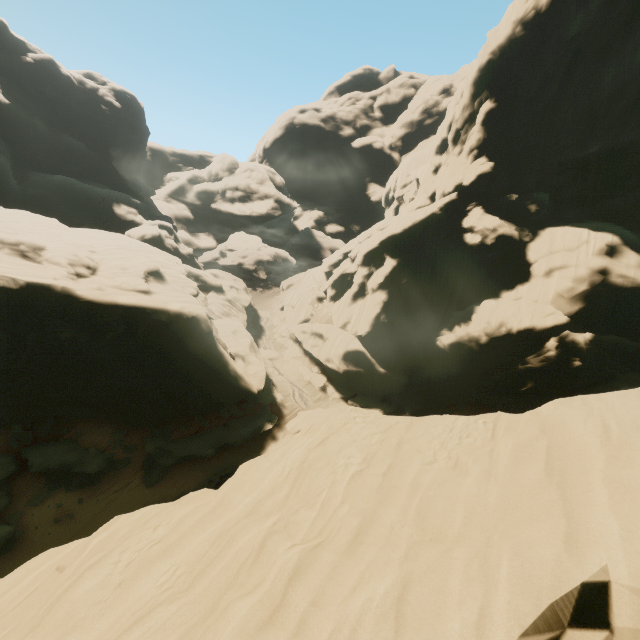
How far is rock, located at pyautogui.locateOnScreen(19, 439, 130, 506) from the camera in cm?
2094

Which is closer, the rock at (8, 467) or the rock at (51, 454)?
the rock at (8, 467)

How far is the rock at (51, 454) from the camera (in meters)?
20.94

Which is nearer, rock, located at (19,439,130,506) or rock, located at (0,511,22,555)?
rock, located at (0,511,22,555)

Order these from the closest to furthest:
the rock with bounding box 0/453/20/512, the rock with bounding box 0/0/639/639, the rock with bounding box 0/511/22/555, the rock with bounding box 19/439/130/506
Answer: the rock with bounding box 0/0/639/639, the rock with bounding box 0/511/22/555, the rock with bounding box 0/453/20/512, the rock with bounding box 19/439/130/506

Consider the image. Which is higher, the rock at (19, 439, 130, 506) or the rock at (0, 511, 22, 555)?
the rock at (19, 439, 130, 506)

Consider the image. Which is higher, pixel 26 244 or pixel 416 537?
pixel 26 244
